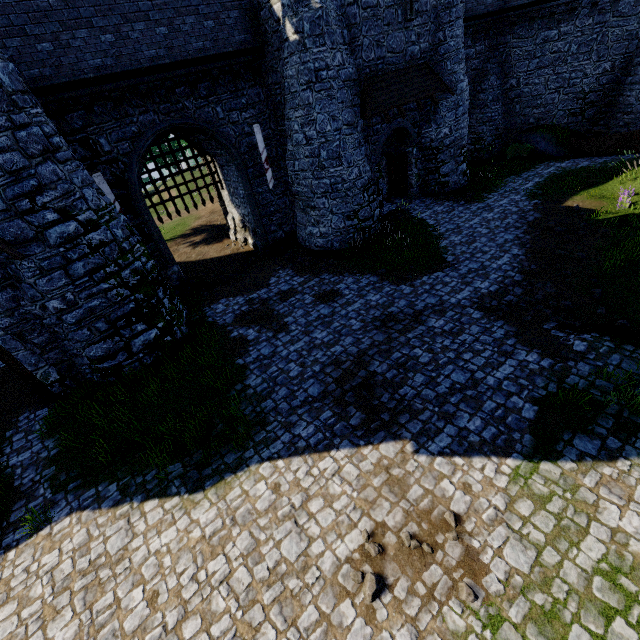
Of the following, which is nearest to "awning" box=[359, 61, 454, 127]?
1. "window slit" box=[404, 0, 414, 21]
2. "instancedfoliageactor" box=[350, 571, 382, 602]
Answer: "window slit" box=[404, 0, 414, 21]

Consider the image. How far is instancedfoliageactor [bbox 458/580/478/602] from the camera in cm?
500

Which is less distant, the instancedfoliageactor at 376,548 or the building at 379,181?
the instancedfoliageactor at 376,548

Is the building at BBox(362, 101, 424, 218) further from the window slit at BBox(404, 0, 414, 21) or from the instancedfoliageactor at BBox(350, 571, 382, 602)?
the instancedfoliageactor at BBox(350, 571, 382, 602)

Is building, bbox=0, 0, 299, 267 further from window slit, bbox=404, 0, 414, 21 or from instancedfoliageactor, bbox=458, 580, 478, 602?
instancedfoliageactor, bbox=458, 580, 478, 602

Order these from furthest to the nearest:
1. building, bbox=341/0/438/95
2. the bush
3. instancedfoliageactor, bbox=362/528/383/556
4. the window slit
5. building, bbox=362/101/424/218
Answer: the bush → building, bbox=362/101/424/218 → the window slit → building, bbox=341/0/438/95 → instancedfoliageactor, bbox=362/528/383/556

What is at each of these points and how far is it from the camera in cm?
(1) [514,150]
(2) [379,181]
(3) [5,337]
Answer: (1) bush, 2223
(2) building, 1698
(3) building, 967

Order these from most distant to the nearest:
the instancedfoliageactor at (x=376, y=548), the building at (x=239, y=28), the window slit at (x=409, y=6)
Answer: the window slit at (x=409, y=6) < the building at (x=239, y=28) < the instancedfoliageactor at (x=376, y=548)
